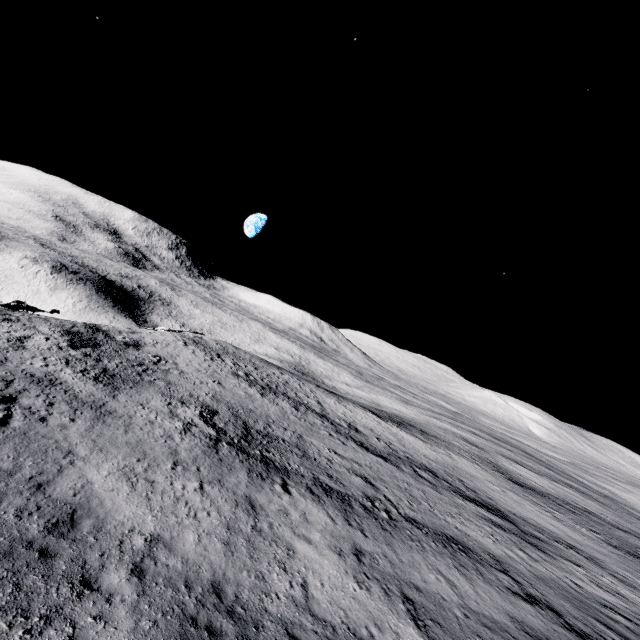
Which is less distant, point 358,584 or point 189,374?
point 358,584
